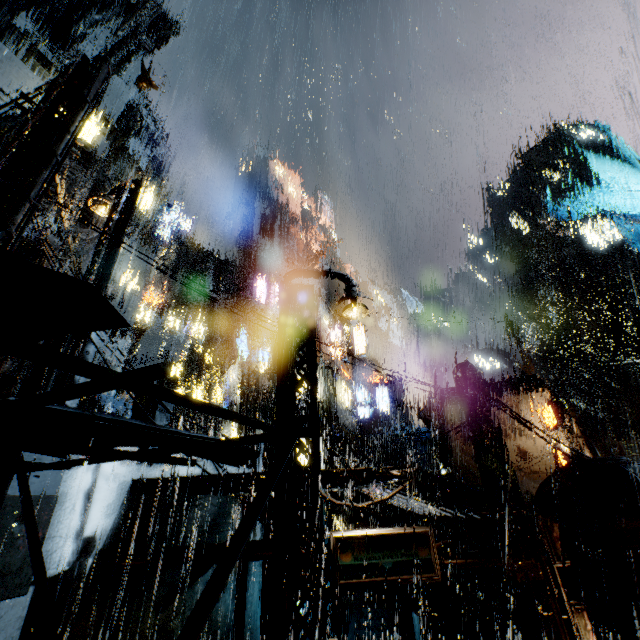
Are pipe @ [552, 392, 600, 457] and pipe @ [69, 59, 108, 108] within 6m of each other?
no

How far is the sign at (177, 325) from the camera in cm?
2350

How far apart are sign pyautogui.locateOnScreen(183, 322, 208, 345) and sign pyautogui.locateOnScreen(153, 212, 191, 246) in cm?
897

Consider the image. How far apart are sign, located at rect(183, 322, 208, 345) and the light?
17.9 meters

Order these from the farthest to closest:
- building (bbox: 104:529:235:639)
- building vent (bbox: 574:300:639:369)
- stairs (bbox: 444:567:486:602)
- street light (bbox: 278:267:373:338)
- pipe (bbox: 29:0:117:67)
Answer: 1. building vent (bbox: 574:300:639:369)
2. stairs (bbox: 444:567:486:602)
3. pipe (bbox: 29:0:117:67)
4. street light (bbox: 278:267:373:338)
5. building (bbox: 104:529:235:639)

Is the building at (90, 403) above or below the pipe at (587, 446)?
above

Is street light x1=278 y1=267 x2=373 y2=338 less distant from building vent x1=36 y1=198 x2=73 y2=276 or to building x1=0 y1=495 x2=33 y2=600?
building x1=0 y1=495 x2=33 y2=600

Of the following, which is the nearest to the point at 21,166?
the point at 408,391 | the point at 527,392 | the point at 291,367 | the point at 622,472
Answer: the point at 291,367
